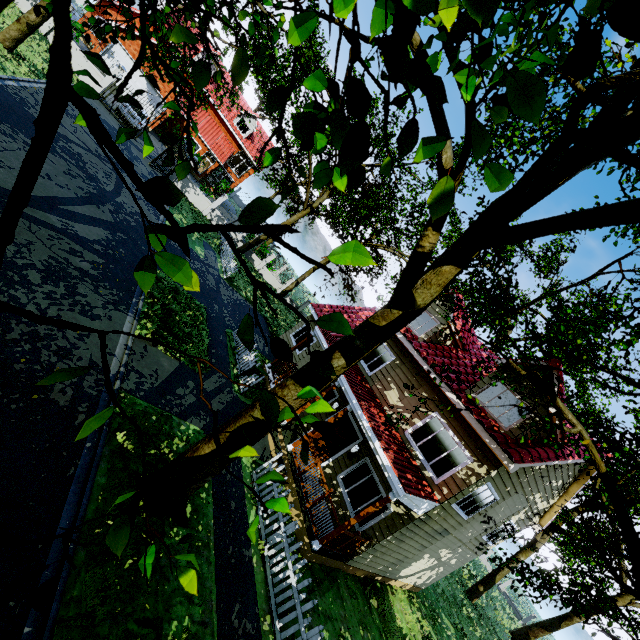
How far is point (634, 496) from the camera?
20.8 meters

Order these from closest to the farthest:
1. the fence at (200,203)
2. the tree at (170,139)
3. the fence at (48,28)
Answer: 1. the tree at (170,139)
2. the fence at (48,28)
3. the fence at (200,203)

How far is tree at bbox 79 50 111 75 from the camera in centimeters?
172cm

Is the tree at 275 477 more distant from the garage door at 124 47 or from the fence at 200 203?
the garage door at 124 47

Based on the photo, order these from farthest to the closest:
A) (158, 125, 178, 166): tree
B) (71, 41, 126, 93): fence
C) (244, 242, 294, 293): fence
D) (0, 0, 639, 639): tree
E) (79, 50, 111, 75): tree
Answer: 1. (244, 242, 294, 293): fence
2. (71, 41, 126, 93): fence
3. (158, 125, 178, 166): tree
4. (79, 50, 111, 75): tree
5. (0, 0, 639, 639): tree

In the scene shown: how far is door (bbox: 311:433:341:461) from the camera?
12.6 meters

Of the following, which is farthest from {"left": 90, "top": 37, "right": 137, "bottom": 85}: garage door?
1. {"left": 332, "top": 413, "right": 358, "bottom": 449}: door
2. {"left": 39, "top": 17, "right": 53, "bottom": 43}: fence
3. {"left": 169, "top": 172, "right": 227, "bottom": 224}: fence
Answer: {"left": 332, "top": 413, "right": 358, "bottom": 449}: door

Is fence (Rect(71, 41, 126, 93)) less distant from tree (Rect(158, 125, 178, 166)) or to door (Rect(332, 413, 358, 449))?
tree (Rect(158, 125, 178, 166))
